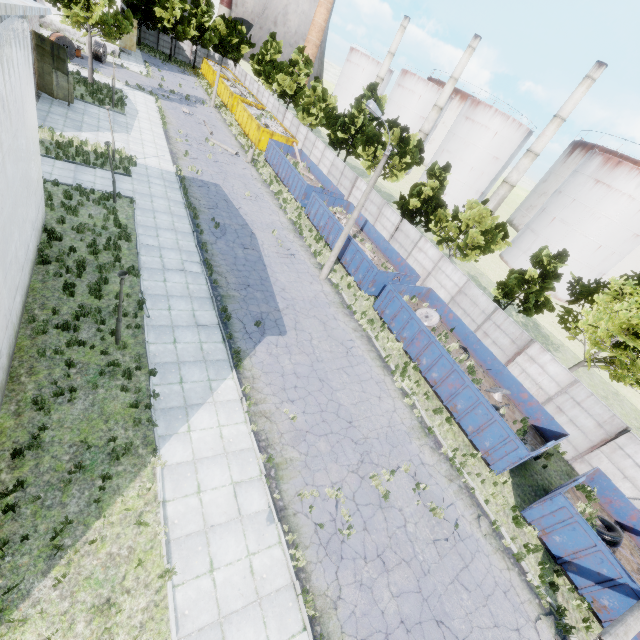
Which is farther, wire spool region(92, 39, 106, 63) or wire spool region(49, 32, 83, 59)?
wire spool region(92, 39, 106, 63)

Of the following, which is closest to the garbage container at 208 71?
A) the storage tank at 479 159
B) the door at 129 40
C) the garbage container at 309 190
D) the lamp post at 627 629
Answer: the door at 129 40

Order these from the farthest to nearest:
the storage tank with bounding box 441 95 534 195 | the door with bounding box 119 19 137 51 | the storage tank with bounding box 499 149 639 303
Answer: the storage tank with bounding box 441 95 534 195, the door with bounding box 119 19 137 51, the storage tank with bounding box 499 149 639 303

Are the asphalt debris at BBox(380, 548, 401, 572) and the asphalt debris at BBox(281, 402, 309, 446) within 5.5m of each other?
yes

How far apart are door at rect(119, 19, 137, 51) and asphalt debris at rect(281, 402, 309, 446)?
61.7m

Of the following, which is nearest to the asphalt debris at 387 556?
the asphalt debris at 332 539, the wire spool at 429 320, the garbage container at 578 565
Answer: the asphalt debris at 332 539

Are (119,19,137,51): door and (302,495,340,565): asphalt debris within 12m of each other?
no

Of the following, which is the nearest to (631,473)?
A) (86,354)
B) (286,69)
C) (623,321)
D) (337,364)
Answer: (623,321)
